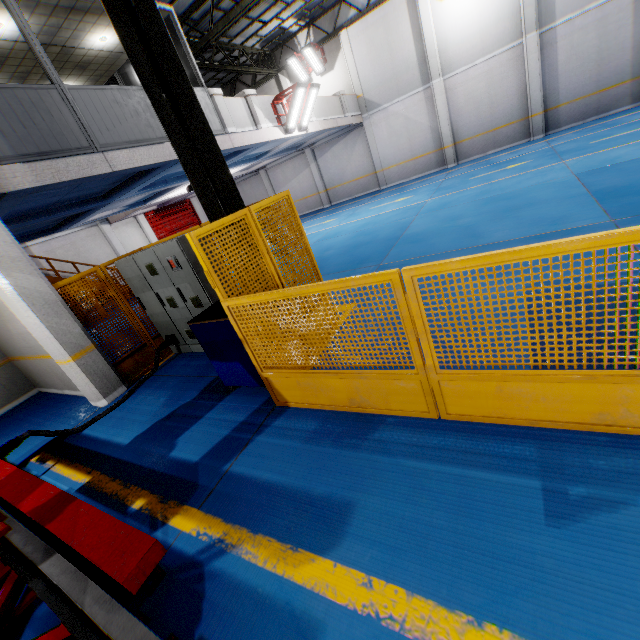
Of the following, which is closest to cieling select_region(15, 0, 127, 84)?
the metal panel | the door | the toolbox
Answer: the metal panel

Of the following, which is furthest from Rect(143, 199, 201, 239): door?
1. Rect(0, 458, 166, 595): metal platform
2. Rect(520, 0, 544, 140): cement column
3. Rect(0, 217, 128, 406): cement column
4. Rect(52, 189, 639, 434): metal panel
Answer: Rect(520, 0, 544, 140): cement column

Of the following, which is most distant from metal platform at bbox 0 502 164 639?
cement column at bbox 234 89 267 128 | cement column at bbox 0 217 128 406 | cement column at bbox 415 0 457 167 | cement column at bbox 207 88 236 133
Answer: cement column at bbox 415 0 457 167

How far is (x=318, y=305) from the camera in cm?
505

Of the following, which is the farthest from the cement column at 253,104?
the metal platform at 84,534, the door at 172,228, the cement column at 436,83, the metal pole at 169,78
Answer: the door at 172,228

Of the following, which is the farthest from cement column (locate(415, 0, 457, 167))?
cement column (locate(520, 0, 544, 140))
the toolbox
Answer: the toolbox

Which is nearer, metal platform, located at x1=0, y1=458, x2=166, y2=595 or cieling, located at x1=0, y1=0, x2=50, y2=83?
metal platform, located at x1=0, y1=458, x2=166, y2=595

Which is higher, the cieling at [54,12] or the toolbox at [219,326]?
the cieling at [54,12]
